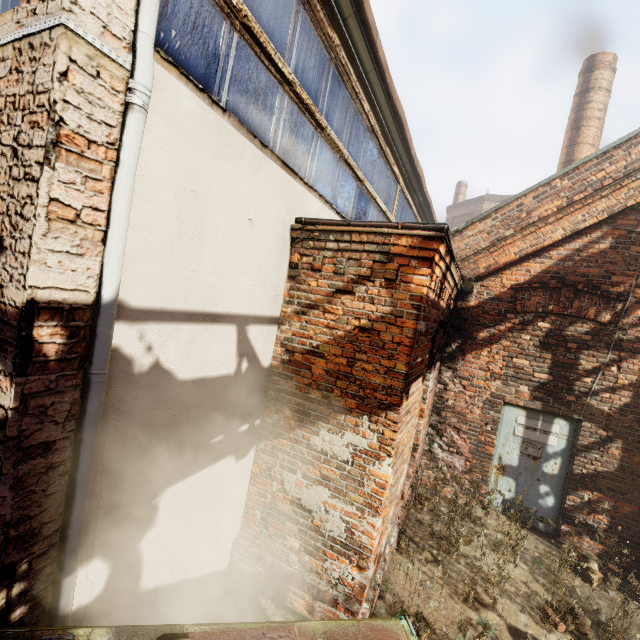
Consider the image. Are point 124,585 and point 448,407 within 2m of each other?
no

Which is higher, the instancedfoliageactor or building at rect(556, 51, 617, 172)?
building at rect(556, 51, 617, 172)

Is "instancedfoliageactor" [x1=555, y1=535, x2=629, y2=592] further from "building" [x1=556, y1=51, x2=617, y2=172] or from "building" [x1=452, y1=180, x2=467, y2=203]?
"building" [x1=452, y1=180, x2=467, y2=203]

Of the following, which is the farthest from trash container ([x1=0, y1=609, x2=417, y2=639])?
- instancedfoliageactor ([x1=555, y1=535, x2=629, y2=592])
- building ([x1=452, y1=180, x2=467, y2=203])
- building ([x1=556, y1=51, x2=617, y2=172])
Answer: building ([x1=452, y1=180, x2=467, y2=203])

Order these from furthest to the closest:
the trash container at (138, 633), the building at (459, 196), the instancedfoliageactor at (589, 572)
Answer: the building at (459, 196) < the instancedfoliageactor at (589, 572) < the trash container at (138, 633)

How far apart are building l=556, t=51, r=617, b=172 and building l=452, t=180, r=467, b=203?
18.77m

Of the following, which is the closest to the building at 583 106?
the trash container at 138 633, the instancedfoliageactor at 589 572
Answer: the instancedfoliageactor at 589 572

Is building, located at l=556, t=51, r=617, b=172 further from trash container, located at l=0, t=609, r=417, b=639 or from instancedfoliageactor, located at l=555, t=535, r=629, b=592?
trash container, located at l=0, t=609, r=417, b=639
